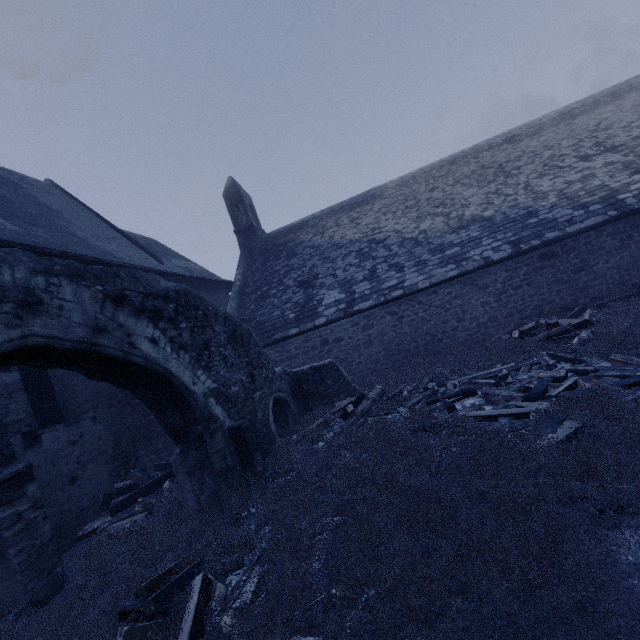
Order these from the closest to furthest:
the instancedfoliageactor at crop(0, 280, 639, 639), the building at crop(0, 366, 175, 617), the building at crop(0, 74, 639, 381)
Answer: the instancedfoliageactor at crop(0, 280, 639, 639), the building at crop(0, 366, 175, 617), the building at crop(0, 74, 639, 381)

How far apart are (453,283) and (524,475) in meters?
8.7

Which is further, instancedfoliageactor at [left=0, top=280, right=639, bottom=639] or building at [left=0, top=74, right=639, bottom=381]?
building at [left=0, top=74, right=639, bottom=381]

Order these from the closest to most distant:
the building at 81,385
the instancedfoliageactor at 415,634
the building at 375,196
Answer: the instancedfoliageactor at 415,634 < the building at 81,385 < the building at 375,196

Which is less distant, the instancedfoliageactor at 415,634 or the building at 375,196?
the instancedfoliageactor at 415,634

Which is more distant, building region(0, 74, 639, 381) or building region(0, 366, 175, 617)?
building region(0, 74, 639, 381)

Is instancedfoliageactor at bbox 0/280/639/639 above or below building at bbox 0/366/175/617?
below
